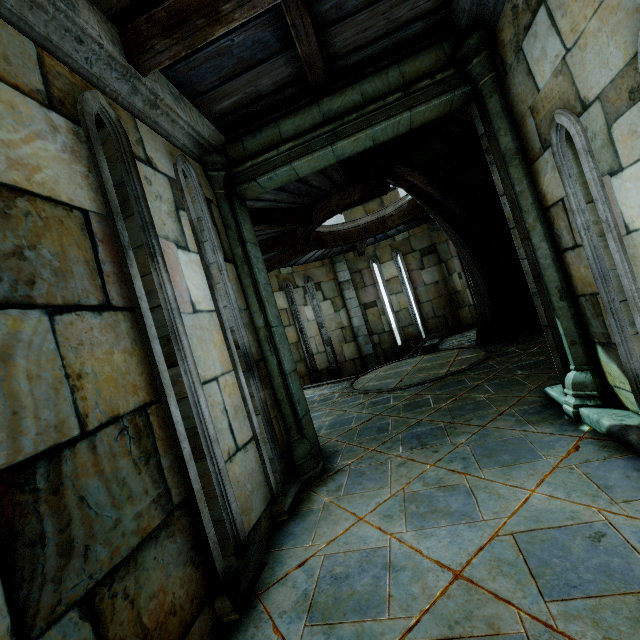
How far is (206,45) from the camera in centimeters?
292cm

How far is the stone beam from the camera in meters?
3.4 m

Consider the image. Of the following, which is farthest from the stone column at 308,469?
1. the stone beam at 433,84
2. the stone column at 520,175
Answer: the stone column at 520,175

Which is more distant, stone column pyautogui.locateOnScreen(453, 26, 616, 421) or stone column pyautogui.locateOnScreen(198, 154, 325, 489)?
stone column pyautogui.locateOnScreen(198, 154, 325, 489)

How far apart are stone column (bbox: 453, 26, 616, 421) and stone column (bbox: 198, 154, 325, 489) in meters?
2.6

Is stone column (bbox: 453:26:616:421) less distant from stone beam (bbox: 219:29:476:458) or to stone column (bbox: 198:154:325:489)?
stone beam (bbox: 219:29:476:458)

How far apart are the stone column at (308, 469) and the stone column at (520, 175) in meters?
2.6 m
